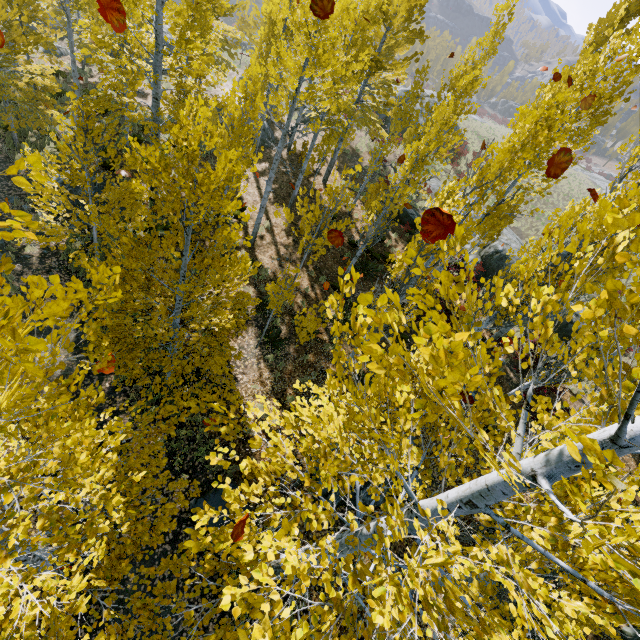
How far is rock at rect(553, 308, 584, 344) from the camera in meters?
15.8

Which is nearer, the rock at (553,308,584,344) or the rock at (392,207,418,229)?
the rock at (553,308,584,344)

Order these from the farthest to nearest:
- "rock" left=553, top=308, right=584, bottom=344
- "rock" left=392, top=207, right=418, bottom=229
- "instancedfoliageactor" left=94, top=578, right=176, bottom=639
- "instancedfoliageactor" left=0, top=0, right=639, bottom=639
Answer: "rock" left=392, top=207, right=418, bottom=229 < "rock" left=553, top=308, right=584, bottom=344 < "instancedfoliageactor" left=94, top=578, right=176, bottom=639 < "instancedfoliageactor" left=0, top=0, right=639, bottom=639

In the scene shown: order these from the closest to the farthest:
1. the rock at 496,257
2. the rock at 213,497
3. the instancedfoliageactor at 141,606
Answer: the instancedfoliageactor at 141,606, the rock at 213,497, the rock at 496,257

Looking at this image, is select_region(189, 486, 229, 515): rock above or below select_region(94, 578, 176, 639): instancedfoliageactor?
below

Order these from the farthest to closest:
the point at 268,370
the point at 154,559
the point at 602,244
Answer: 1. the point at 268,370
2. the point at 154,559
3. the point at 602,244

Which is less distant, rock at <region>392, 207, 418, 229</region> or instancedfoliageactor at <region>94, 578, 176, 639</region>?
instancedfoliageactor at <region>94, 578, 176, 639</region>

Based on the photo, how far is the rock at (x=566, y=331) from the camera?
15.8m
